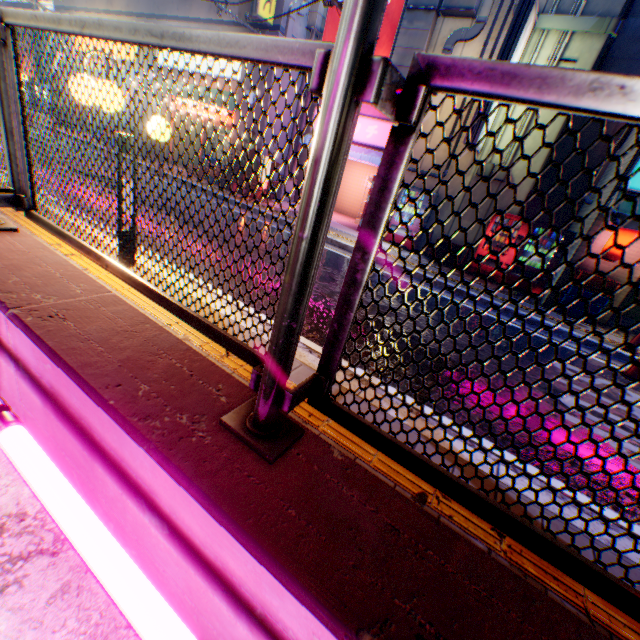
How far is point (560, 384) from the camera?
5.3m

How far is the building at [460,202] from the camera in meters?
11.2

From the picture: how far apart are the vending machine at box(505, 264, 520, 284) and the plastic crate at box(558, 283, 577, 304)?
0.55m

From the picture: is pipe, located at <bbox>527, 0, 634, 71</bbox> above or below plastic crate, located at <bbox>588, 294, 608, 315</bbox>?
above

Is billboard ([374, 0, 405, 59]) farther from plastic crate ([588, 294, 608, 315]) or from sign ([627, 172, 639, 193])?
plastic crate ([588, 294, 608, 315])

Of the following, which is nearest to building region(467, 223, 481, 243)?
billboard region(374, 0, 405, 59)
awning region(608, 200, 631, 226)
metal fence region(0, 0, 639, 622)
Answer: billboard region(374, 0, 405, 59)

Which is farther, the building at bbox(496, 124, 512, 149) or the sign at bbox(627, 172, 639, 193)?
the building at bbox(496, 124, 512, 149)

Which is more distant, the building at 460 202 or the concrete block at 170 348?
the building at 460 202
